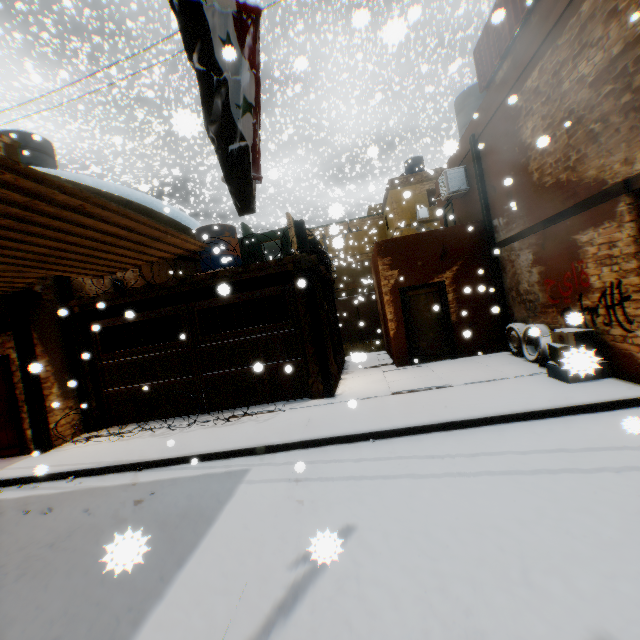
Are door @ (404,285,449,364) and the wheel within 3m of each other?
yes

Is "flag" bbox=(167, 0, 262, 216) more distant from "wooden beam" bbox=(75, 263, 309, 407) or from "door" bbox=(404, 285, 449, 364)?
"door" bbox=(404, 285, 449, 364)

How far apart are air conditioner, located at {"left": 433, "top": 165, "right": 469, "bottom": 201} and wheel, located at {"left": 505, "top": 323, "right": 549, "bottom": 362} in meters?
3.6

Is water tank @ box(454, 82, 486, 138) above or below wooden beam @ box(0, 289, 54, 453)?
above

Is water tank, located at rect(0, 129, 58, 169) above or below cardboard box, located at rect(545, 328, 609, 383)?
above

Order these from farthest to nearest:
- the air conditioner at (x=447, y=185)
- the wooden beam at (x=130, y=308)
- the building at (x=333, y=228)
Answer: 1. the air conditioner at (x=447, y=185)
2. the wooden beam at (x=130, y=308)
3. the building at (x=333, y=228)

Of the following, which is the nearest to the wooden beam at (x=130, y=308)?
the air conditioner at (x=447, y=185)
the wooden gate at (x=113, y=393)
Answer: the wooden gate at (x=113, y=393)

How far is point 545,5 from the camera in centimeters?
602cm
